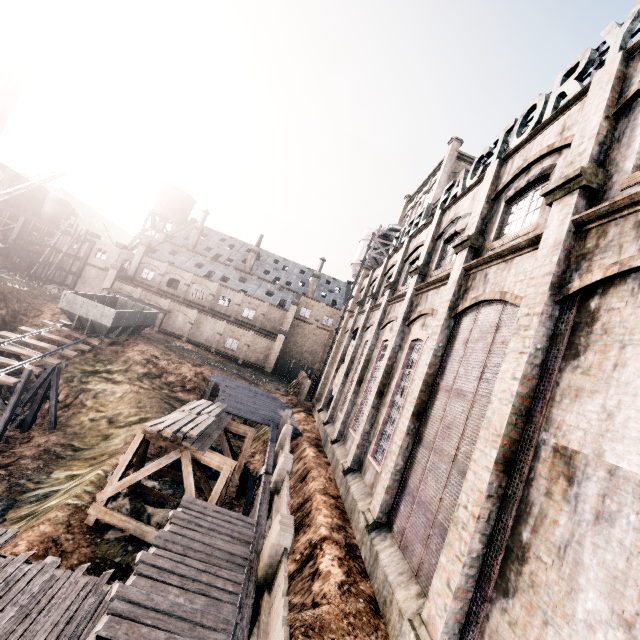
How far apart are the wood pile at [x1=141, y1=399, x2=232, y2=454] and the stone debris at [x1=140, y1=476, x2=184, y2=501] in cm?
350

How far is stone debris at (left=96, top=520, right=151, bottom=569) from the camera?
12.47m

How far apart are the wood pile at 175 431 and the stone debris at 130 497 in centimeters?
350cm

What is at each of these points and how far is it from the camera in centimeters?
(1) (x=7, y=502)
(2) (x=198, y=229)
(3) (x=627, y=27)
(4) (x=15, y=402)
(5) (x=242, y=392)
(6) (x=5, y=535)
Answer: (1) stone debris, 1698cm
(2) chimney, 5941cm
(3) sign, 794cm
(4) wooden support structure, 2058cm
(5) wooden scaffolding, 3045cm
(6) wooden scaffolding, 1267cm

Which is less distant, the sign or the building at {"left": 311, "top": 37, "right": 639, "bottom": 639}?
the building at {"left": 311, "top": 37, "right": 639, "bottom": 639}

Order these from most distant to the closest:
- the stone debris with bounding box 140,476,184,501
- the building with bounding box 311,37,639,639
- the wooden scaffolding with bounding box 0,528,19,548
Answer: the stone debris with bounding box 140,476,184,501, the wooden scaffolding with bounding box 0,528,19,548, the building with bounding box 311,37,639,639
